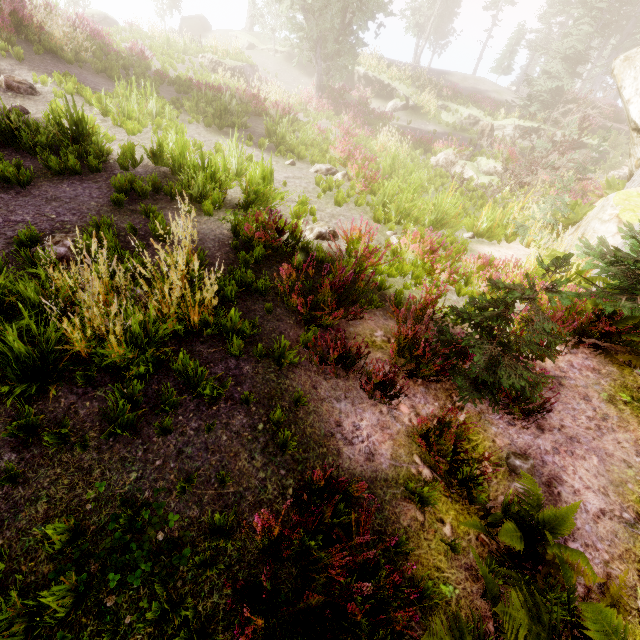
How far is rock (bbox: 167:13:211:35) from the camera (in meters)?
32.97

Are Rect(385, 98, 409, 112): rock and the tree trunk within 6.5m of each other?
yes

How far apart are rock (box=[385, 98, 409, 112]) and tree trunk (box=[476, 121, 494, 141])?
5.5 meters

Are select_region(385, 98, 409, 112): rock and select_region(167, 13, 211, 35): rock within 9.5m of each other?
no

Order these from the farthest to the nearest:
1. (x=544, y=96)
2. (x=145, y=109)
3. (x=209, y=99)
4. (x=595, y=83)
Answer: (x=595, y=83) → (x=544, y=96) → (x=209, y=99) → (x=145, y=109)

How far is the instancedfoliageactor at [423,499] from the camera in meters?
3.2

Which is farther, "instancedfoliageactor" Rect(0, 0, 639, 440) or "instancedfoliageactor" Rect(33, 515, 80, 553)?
"instancedfoliageactor" Rect(0, 0, 639, 440)

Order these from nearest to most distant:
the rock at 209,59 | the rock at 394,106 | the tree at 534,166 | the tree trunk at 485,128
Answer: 1. the tree at 534,166
2. the rock at 209,59
3. the tree trunk at 485,128
4. the rock at 394,106
